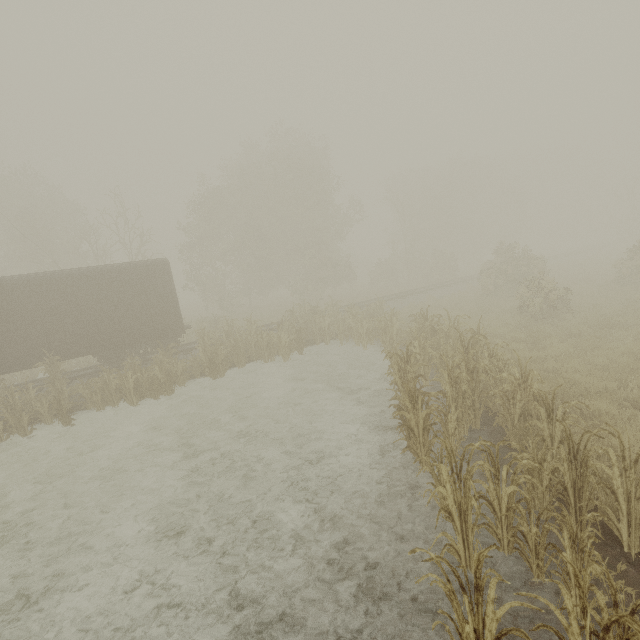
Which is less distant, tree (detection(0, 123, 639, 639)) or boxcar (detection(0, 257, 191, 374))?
tree (detection(0, 123, 639, 639))

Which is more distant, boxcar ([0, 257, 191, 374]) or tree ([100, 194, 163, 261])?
tree ([100, 194, 163, 261])

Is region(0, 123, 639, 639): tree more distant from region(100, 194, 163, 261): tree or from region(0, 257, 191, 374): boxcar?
region(100, 194, 163, 261): tree

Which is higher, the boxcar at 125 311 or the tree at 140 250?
the tree at 140 250

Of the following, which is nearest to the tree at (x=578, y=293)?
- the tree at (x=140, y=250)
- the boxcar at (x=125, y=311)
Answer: the boxcar at (x=125, y=311)

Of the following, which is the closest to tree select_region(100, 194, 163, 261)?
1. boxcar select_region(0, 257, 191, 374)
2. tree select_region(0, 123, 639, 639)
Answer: boxcar select_region(0, 257, 191, 374)

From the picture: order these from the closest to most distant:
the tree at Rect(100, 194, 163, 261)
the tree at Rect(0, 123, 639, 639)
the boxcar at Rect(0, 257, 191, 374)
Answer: the tree at Rect(0, 123, 639, 639) → the boxcar at Rect(0, 257, 191, 374) → the tree at Rect(100, 194, 163, 261)

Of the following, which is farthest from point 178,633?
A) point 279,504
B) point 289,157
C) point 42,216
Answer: point 42,216
